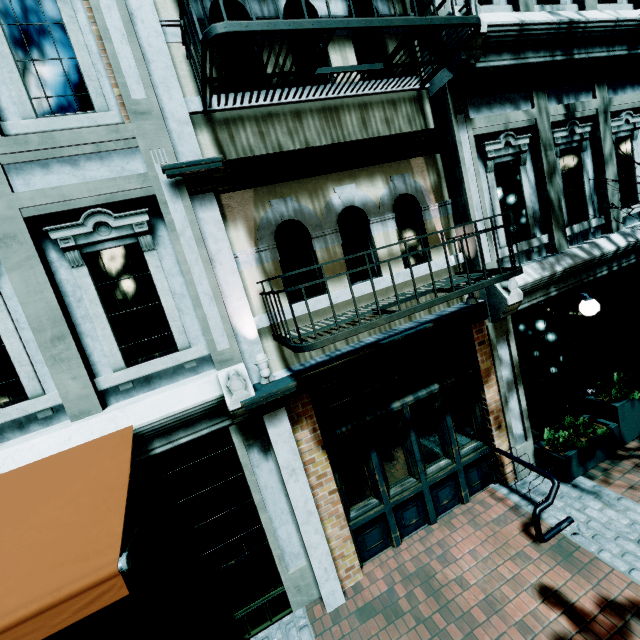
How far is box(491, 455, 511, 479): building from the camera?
5.7m

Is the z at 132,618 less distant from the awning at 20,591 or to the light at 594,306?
the awning at 20,591

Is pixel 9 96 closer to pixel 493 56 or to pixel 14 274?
pixel 14 274

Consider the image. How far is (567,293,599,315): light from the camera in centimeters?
577cm

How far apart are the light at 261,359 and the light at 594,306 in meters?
5.8

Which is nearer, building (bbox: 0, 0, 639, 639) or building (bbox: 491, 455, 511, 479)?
building (bbox: 0, 0, 639, 639)

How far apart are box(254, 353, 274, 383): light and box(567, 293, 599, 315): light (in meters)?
5.80

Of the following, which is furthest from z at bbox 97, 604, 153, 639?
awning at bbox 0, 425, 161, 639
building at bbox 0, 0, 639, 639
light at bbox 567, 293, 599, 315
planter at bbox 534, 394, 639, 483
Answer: light at bbox 567, 293, 599, 315
